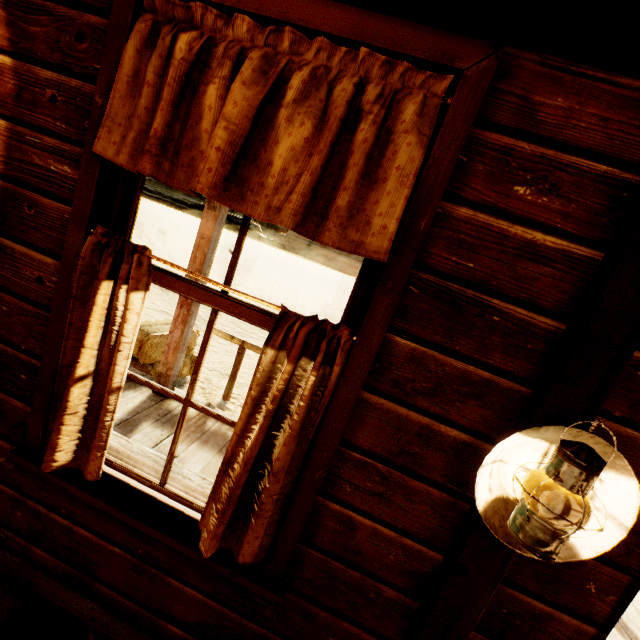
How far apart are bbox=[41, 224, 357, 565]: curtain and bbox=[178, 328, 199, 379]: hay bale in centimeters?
278cm

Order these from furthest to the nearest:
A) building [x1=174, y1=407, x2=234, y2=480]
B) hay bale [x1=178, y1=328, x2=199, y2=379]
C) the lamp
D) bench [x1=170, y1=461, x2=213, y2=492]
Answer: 1. hay bale [x1=178, y1=328, x2=199, y2=379]
2. building [x1=174, y1=407, x2=234, y2=480]
3. bench [x1=170, y1=461, x2=213, y2=492]
4. the lamp

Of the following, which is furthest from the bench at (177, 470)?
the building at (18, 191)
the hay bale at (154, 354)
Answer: the hay bale at (154, 354)

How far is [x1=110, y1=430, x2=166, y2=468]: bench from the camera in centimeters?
225cm

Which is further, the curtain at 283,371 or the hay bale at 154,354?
the hay bale at 154,354

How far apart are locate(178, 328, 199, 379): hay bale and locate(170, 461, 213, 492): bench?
2.01m

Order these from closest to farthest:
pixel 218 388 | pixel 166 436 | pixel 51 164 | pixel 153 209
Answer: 1. pixel 51 164
2. pixel 166 436
3. pixel 218 388
4. pixel 153 209

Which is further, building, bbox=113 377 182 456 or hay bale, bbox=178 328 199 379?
hay bale, bbox=178 328 199 379
